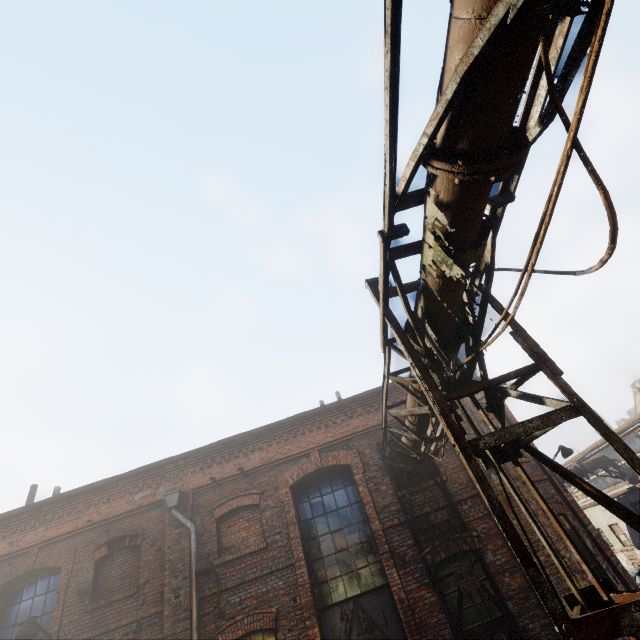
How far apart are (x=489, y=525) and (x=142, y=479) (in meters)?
9.93

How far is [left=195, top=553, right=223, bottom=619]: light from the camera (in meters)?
7.57

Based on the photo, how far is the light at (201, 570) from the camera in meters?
7.6

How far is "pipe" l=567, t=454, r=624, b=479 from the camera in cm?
1780

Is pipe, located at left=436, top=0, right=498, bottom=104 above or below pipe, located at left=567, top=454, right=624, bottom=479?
above

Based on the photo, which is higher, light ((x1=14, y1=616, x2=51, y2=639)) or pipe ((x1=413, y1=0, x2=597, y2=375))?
pipe ((x1=413, y1=0, x2=597, y2=375))

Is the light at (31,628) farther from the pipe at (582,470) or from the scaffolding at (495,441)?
the pipe at (582,470)

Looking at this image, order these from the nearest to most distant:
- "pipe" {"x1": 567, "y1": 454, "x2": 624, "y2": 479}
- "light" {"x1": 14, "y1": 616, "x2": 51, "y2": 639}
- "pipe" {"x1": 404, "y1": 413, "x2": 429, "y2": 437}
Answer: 1. "pipe" {"x1": 404, "y1": 413, "x2": 429, "y2": 437}
2. "light" {"x1": 14, "y1": 616, "x2": 51, "y2": 639}
3. "pipe" {"x1": 567, "y1": 454, "x2": 624, "y2": 479}
